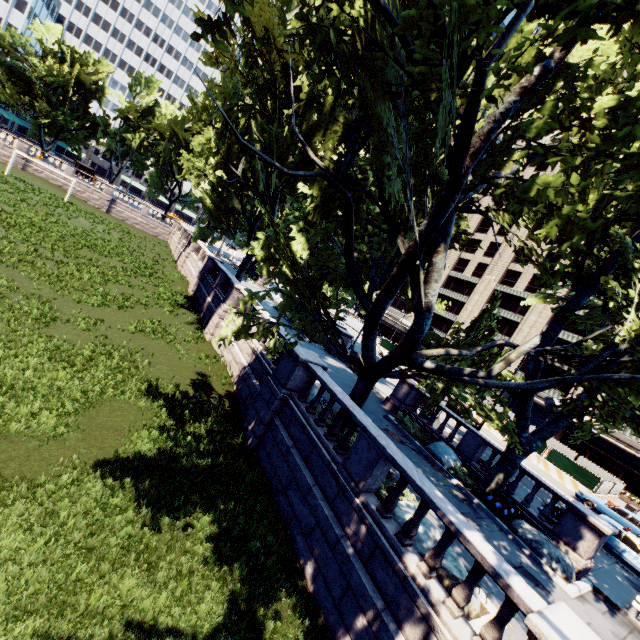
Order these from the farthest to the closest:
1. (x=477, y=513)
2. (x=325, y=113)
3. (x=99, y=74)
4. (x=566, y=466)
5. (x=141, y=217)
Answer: (x=141, y=217) < (x=99, y=74) < (x=566, y=466) < (x=477, y=513) < (x=325, y=113)

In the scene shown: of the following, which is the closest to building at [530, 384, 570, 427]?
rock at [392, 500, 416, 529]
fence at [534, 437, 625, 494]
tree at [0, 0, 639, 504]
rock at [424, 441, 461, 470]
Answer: fence at [534, 437, 625, 494]

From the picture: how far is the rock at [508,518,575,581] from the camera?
11.41m

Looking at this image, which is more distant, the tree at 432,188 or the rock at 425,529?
the rock at 425,529

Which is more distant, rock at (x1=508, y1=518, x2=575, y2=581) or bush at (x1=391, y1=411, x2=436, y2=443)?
bush at (x1=391, y1=411, x2=436, y2=443)

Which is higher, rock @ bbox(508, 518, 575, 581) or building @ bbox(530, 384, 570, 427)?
building @ bbox(530, 384, 570, 427)

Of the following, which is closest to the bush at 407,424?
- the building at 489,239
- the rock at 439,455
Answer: the rock at 439,455

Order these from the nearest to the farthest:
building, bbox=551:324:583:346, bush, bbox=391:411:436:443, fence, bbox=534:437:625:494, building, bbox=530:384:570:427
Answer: bush, bbox=391:411:436:443 → fence, bbox=534:437:625:494 → building, bbox=530:384:570:427 → building, bbox=551:324:583:346
